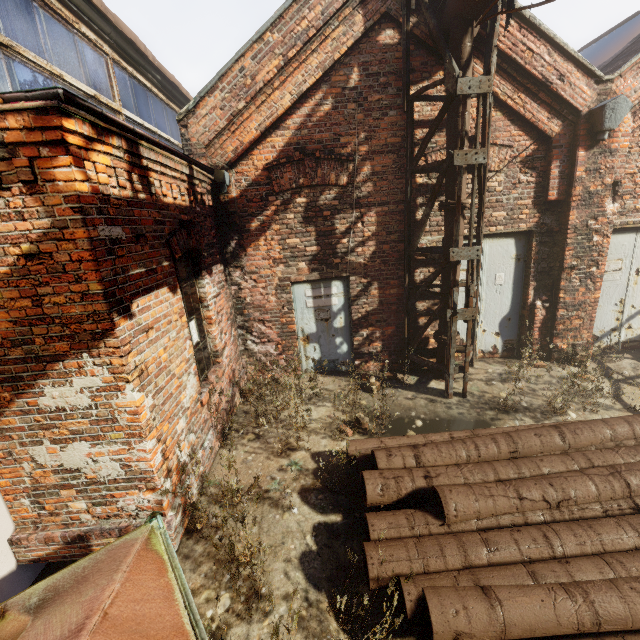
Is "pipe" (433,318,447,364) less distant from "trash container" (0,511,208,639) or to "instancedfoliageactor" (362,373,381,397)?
"instancedfoliageactor" (362,373,381,397)

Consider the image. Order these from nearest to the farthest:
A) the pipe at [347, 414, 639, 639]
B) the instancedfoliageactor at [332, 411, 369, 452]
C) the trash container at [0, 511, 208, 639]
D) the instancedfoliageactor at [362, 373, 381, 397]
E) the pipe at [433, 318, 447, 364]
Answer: the trash container at [0, 511, 208, 639]
the pipe at [347, 414, 639, 639]
the instancedfoliageactor at [332, 411, 369, 452]
the instancedfoliageactor at [362, 373, 381, 397]
the pipe at [433, 318, 447, 364]

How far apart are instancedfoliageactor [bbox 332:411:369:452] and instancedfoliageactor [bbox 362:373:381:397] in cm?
86

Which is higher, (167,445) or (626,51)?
(626,51)

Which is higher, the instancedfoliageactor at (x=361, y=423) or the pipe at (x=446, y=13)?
the pipe at (x=446, y=13)

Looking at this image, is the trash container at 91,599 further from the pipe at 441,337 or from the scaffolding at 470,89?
the pipe at 441,337

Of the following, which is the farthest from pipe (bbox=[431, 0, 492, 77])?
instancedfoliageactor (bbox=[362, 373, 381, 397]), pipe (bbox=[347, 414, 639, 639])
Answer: pipe (bbox=[347, 414, 639, 639])
